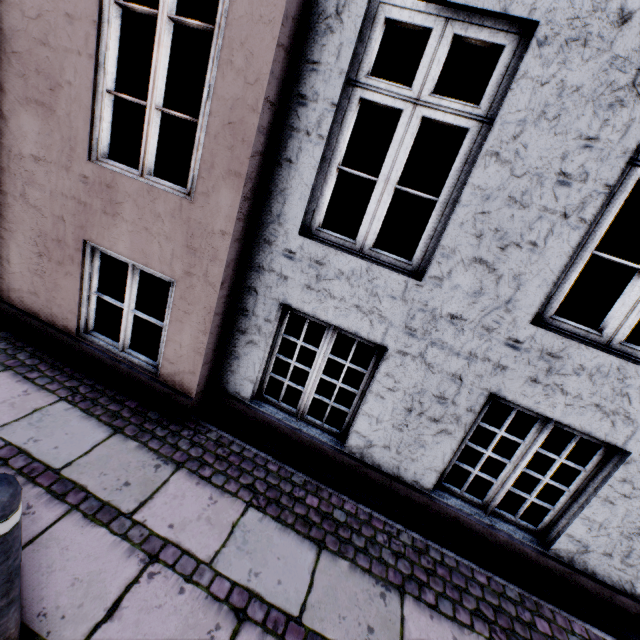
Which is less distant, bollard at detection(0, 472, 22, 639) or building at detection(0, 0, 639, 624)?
bollard at detection(0, 472, 22, 639)

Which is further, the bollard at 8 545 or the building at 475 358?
the building at 475 358

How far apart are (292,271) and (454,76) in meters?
7.8
